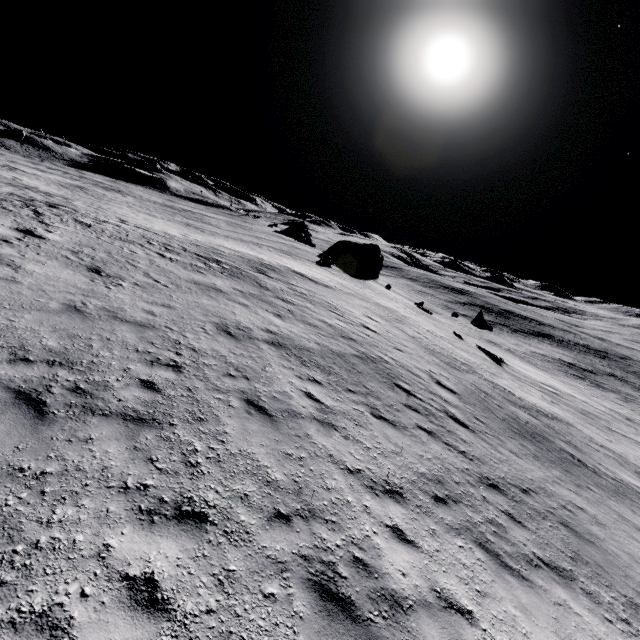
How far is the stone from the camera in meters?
40.2

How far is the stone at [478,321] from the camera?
40.17m

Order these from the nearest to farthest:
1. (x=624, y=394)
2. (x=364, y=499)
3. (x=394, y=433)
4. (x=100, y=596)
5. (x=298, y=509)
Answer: (x=100, y=596), (x=298, y=509), (x=364, y=499), (x=394, y=433), (x=624, y=394)
